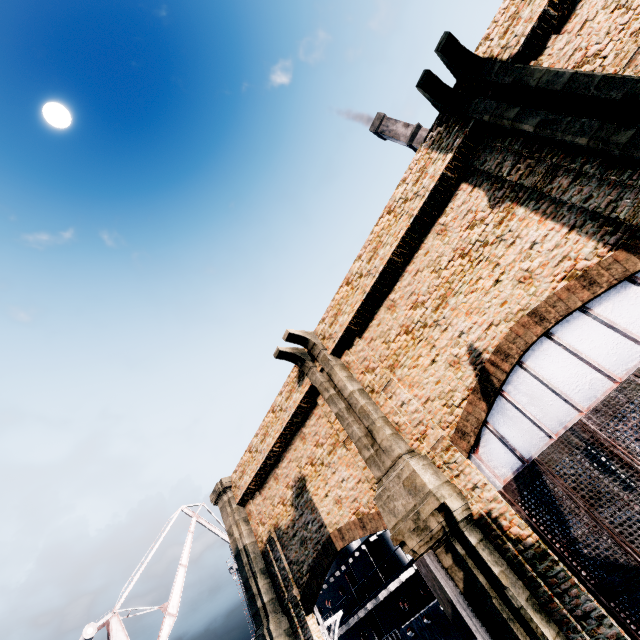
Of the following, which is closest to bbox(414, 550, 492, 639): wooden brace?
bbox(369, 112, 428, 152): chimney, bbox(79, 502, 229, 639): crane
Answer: bbox(79, 502, 229, 639): crane

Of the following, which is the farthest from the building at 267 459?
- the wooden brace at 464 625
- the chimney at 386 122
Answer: the chimney at 386 122

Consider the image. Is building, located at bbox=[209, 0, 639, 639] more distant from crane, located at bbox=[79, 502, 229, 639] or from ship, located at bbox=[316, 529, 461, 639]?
crane, located at bbox=[79, 502, 229, 639]

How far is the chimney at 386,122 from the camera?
51.50m

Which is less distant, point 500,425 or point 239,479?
point 500,425

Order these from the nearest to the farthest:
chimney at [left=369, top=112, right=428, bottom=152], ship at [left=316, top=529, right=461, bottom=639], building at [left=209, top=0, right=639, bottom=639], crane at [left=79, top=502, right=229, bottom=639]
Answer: building at [left=209, top=0, right=639, bottom=639] → ship at [left=316, top=529, right=461, bottom=639] → crane at [left=79, top=502, right=229, bottom=639] → chimney at [left=369, top=112, right=428, bottom=152]

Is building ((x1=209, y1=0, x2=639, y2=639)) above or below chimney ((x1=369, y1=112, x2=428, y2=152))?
below

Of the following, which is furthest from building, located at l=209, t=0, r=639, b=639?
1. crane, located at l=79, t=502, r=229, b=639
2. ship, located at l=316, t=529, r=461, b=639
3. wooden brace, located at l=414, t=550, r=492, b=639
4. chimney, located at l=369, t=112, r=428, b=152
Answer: chimney, located at l=369, t=112, r=428, b=152
